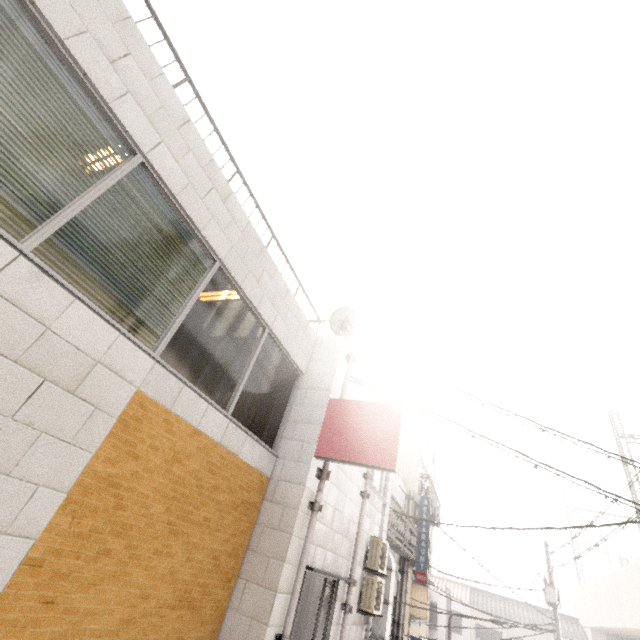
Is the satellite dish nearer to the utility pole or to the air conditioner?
the air conditioner

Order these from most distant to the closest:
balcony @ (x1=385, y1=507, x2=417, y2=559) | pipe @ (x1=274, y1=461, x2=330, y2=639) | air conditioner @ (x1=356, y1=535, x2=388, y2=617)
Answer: balcony @ (x1=385, y1=507, x2=417, y2=559) → air conditioner @ (x1=356, y1=535, x2=388, y2=617) → pipe @ (x1=274, y1=461, x2=330, y2=639)

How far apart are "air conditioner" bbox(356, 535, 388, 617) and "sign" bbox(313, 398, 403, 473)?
3.81m

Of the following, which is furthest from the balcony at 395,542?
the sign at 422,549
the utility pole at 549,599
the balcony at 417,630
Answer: the utility pole at 549,599

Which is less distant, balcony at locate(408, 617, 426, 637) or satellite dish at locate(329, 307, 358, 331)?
satellite dish at locate(329, 307, 358, 331)

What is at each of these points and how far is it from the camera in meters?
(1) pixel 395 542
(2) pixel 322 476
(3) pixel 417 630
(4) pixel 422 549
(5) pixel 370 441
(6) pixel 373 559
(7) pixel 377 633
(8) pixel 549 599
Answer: (1) balcony, 10.4 m
(2) pipe, 5.4 m
(3) balcony, 14.5 m
(4) sign, 13.6 m
(5) sign, 5.2 m
(6) air conditioner, 7.4 m
(7) ducting, 7.3 m
(8) utility pole, 16.6 m

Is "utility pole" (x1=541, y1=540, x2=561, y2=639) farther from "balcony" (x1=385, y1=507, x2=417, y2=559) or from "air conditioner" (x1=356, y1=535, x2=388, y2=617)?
"air conditioner" (x1=356, y1=535, x2=388, y2=617)

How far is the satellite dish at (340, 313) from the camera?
7.4 meters
